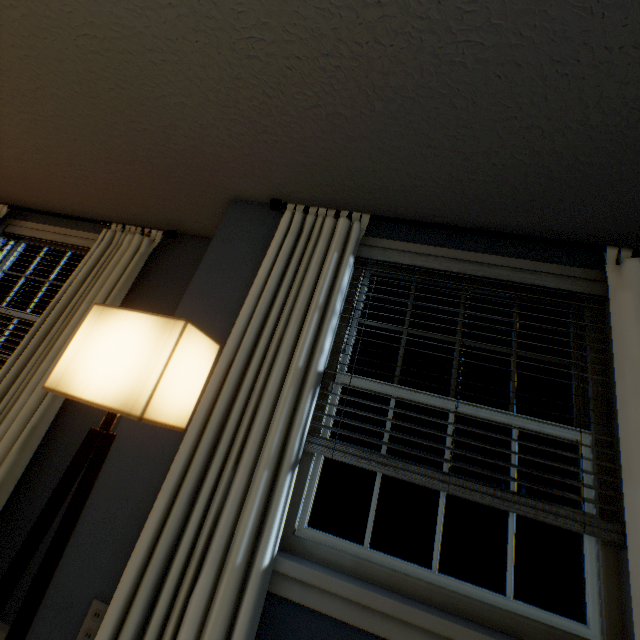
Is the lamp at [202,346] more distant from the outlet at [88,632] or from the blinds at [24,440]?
the blinds at [24,440]

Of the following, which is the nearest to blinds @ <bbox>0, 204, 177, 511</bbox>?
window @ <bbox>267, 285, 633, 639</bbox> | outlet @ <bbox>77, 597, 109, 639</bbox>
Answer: outlet @ <bbox>77, 597, 109, 639</bbox>

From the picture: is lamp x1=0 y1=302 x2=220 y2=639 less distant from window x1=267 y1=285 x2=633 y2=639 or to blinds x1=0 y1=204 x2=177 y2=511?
window x1=267 y1=285 x2=633 y2=639

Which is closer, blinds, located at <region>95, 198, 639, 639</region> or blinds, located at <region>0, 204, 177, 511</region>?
blinds, located at <region>95, 198, 639, 639</region>

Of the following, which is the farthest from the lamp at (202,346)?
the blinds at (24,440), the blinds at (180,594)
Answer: the blinds at (24,440)

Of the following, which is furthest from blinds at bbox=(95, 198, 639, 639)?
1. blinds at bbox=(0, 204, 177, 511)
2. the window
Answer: blinds at bbox=(0, 204, 177, 511)

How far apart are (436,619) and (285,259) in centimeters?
146cm
